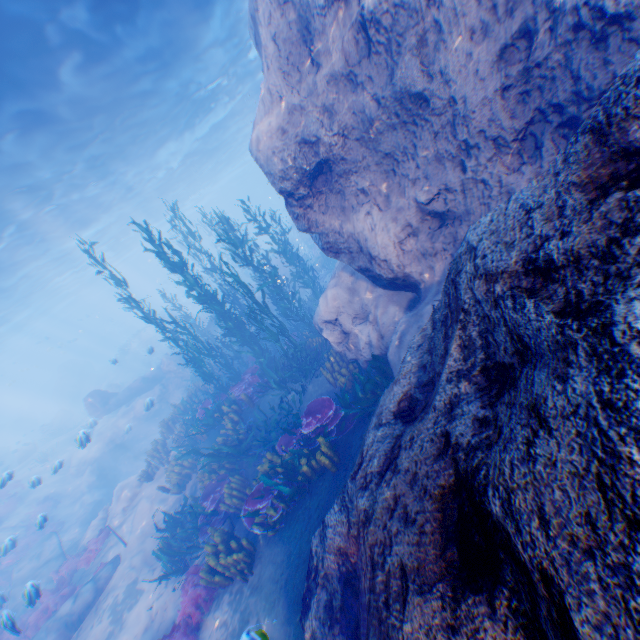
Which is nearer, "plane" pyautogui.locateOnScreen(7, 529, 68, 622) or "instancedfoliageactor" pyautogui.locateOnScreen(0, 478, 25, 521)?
"plane" pyautogui.locateOnScreen(7, 529, 68, 622)

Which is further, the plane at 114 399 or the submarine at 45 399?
the submarine at 45 399

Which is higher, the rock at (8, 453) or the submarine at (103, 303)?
the submarine at (103, 303)

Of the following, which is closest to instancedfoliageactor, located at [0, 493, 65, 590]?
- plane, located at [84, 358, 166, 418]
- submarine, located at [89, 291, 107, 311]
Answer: plane, located at [84, 358, 166, 418]

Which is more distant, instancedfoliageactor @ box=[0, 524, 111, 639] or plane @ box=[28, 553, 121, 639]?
instancedfoliageactor @ box=[0, 524, 111, 639]

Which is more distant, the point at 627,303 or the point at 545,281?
the point at 545,281

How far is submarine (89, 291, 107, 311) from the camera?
59.81m

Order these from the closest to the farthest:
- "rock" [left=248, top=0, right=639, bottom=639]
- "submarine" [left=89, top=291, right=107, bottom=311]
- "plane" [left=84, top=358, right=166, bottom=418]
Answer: "rock" [left=248, top=0, right=639, bottom=639] → "plane" [left=84, top=358, right=166, bottom=418] → "submarine" [left=89, top=291, right=107, bottom=311]
